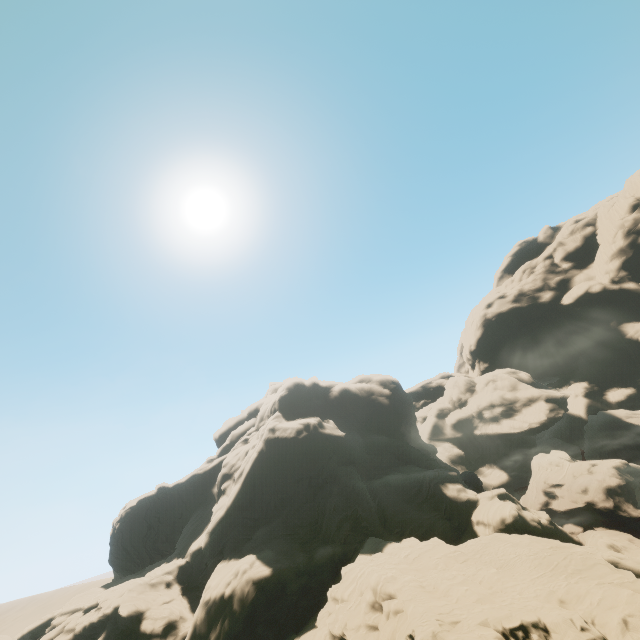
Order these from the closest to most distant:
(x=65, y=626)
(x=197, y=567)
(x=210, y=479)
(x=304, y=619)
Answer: (x=304, y=619) → (x=65, y=626) → (x=197, y=567) → (x=210, y=479)
